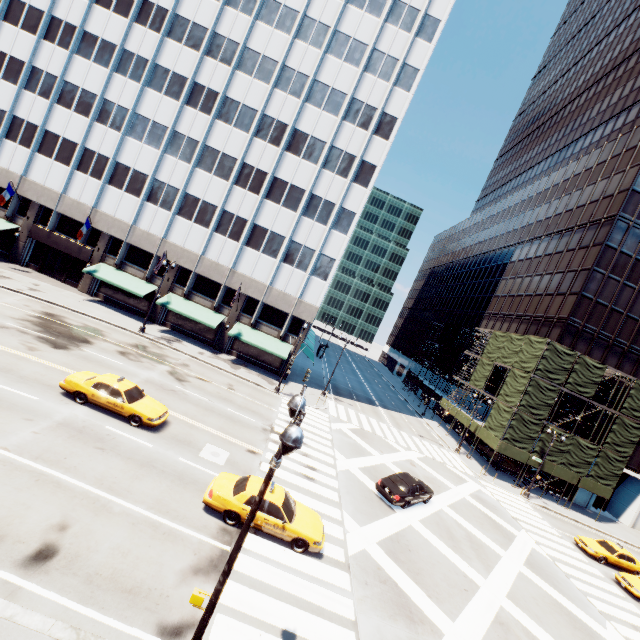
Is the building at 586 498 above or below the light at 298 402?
below

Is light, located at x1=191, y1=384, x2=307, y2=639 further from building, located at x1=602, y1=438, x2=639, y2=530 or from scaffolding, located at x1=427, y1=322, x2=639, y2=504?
building, located at x1=602, y1=438, x2=639, y2=530

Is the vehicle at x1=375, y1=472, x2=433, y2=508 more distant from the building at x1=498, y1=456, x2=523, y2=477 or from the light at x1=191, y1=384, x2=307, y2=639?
the building at x1=498, y1=456, x2=523, y2=477

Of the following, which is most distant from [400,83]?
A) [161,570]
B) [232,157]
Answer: [161,570]

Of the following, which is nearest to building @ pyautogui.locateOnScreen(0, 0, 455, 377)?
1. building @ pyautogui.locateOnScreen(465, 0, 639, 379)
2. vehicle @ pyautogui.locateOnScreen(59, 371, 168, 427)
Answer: vehicle @ pyautogui.locateOnScreen(59, 371, 168, 427)

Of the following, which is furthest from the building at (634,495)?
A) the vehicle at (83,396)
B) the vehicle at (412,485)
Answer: the vehicle at (83,396)

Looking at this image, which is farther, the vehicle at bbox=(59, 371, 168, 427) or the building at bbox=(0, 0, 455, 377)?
the building at bbox=(0, 0, 455, 377)

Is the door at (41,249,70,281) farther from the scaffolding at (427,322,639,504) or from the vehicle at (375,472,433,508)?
the scaffolding at (427,322,639,504)
